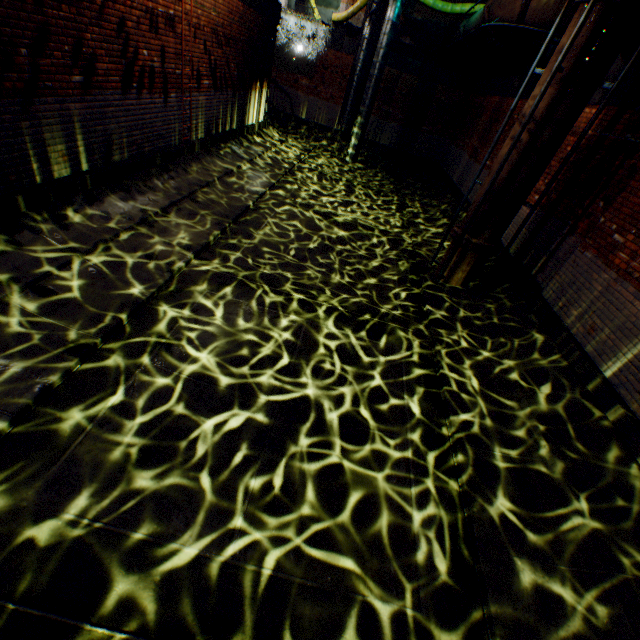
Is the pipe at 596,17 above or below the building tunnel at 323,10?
below

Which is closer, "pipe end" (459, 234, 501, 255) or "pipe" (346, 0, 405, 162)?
"pipe end" (459, 234, 501, 255)

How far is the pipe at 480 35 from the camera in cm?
1240

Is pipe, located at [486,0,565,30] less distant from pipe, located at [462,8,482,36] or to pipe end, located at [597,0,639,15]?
pipe, located at [462,8,482,36]

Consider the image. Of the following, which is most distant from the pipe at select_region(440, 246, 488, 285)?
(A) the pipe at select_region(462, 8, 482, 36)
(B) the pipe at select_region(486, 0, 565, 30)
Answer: (A) the pipe at select_region(462, 8, 482, 36)

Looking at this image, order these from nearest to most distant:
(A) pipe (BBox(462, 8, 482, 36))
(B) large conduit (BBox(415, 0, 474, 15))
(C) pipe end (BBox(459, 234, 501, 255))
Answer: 1. (C) pipe end (BBox(459, 234, 501, 255))
2. (A) pipe (BBox(462, 8, 482, 36))
3. (B) large conduit (BBox(415, 0, 474, 15))

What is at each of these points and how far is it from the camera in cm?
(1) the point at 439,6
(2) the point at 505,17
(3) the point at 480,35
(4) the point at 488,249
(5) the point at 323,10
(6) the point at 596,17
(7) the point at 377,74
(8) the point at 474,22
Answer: (1) large conduit, 1530
(2) pipe, 1041
(3) pipe, 1280
(4) pipe end, 738
(5) building tunnel, 2564
(6) pipe, 518
(7) pipe, 1549
(8) pipe, 1288

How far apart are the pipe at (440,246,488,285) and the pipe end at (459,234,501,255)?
0.06m
